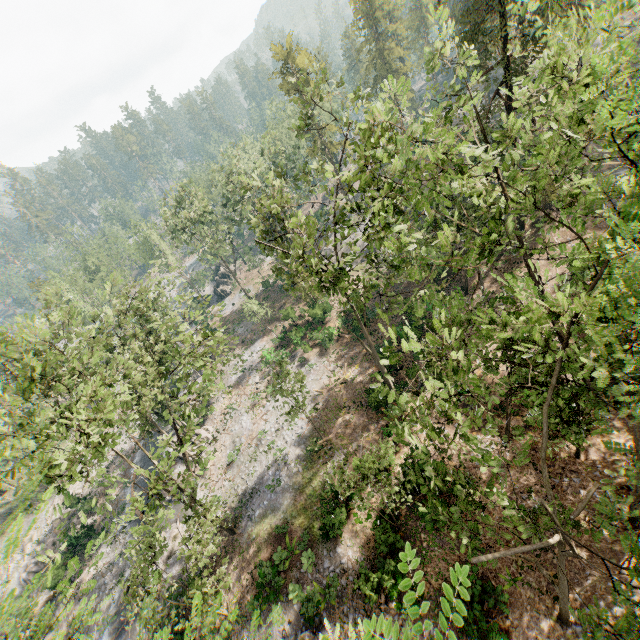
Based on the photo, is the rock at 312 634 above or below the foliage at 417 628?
below

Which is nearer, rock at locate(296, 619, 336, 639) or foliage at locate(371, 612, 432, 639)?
foliage at locate(371, 612, 432, 639)

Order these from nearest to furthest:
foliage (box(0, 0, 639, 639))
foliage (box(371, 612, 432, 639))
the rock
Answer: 1. foliage (box(371, 612, 432, 639))
2. foliage (box(0, 0, 639, 639))
3. the rock

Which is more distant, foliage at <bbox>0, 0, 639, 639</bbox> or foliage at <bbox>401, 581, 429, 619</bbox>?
foliage at <bbox>0, 0, 639, 639</bbox>

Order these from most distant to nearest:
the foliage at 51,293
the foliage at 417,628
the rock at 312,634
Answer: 1. the rock at 312,634
2. the foliage at 51,293
3. the foliage at 417,628

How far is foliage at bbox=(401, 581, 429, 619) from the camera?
2.4 meters

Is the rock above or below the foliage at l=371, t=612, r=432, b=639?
below

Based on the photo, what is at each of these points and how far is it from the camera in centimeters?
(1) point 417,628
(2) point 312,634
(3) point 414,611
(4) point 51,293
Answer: (1) foliage, 230cm
(2) rock, 1591cm
(3) foliage, 237cm
(4) foliage, 4822cm
